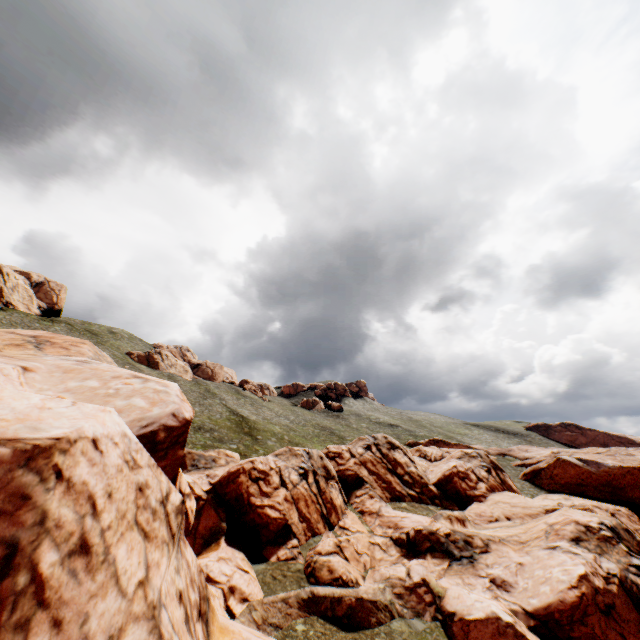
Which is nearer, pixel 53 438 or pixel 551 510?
pixel 53 438

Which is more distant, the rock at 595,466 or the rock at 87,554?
the rock at 595,466

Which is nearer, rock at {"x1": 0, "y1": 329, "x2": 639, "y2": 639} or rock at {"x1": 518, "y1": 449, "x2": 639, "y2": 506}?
rock at {"x1": 0, "y1": 329, "x2": 639, "y2": 639}
